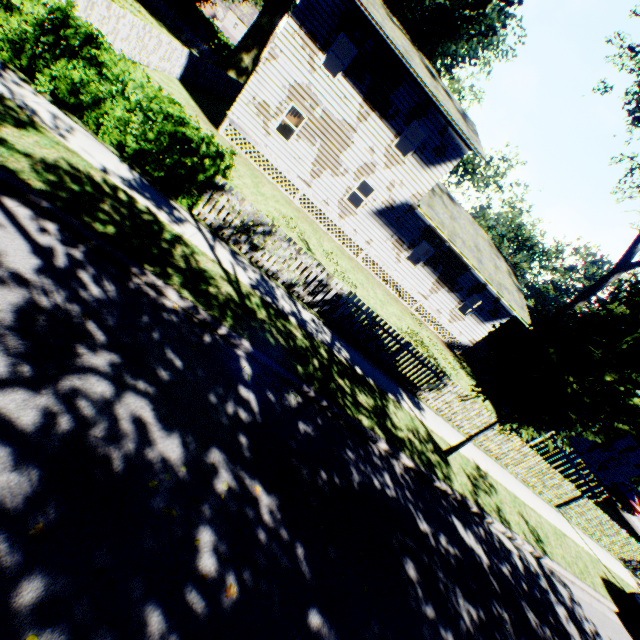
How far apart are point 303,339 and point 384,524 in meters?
4.2 m

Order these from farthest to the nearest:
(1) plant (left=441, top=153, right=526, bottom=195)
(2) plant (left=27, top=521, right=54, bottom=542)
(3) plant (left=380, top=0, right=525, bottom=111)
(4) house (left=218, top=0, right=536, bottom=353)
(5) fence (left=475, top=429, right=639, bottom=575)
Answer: (1) plant (left=441, top=153, right=526, bottom=195)
(3) plant (left=380, top=0, right=525, bottom=111)
(4) house (left=218, top=0, right=536, bottom=353)
(5) fence (left=475, top=429, right=639, bottom=575)
(2) plant (left=27, top=521, right=54, bottom=542)

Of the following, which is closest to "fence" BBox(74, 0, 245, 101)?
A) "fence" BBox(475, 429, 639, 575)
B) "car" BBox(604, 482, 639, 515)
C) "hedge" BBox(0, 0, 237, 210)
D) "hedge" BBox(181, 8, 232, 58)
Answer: "hedge" BBox(0, 0, 237, 210)

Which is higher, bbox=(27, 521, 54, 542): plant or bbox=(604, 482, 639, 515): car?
bbox=(604, 482, 639, 515): car

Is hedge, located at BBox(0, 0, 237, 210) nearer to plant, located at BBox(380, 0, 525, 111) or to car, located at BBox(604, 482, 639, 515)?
plant, located at BBox(380, 0, 525, 111)

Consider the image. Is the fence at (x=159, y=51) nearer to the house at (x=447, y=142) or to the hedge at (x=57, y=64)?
the hedge at (x=57, y=64)

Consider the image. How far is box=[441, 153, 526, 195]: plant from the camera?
49.63m

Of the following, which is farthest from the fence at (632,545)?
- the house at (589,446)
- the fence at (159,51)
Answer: the fence at (159,51)
